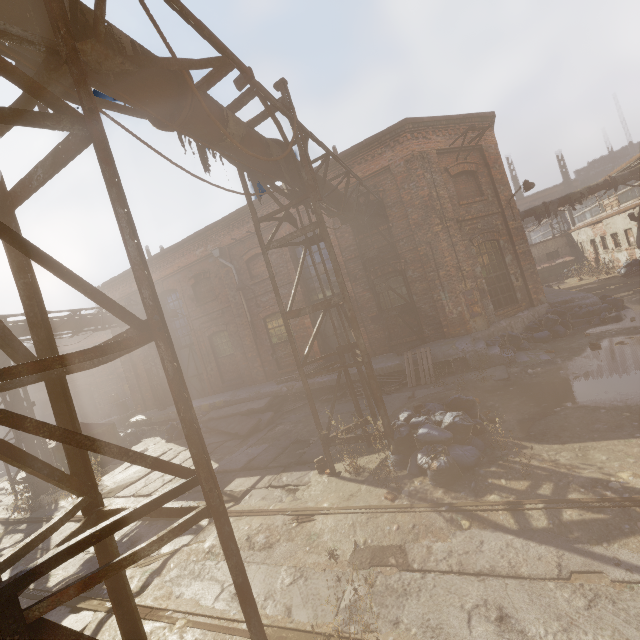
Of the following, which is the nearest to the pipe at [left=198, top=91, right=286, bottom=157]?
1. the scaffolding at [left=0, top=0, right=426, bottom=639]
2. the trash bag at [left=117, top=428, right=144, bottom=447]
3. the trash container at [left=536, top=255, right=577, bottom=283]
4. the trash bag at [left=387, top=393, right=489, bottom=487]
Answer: the scaffolding at [left=0, top=0, right=426, bottom=639]

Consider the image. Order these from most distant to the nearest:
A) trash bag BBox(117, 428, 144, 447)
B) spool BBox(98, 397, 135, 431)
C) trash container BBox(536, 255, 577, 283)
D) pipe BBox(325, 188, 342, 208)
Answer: trash container BBox(536, 255, 577, 283) < spool BBox(98, 397, 135, 431) < trash bag BBox(117, 428, 144, 447) < pipe BBox(325, 188, 342, 208)

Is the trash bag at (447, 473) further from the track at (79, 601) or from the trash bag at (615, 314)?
the trash bag at (615, 314)

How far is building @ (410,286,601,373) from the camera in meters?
9.4

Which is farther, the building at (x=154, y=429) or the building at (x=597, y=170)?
the building at (x=597, y=170)

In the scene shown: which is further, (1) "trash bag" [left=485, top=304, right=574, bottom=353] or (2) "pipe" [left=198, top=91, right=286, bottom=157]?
(1) "trash bag" [left=485, top=304, right=574, bottom=353]

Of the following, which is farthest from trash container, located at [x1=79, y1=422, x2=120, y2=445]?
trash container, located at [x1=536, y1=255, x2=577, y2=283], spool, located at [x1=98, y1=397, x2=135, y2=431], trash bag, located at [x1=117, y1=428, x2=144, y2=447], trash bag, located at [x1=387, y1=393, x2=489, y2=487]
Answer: trash container, located at [x1=536, y1=255, x2=577, y2=283]

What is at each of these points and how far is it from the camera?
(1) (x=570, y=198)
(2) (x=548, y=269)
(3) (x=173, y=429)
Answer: (1) pipe, 18.4 meters
(2) trash container, 28.6 meters
(3) trash bag, 13.4 meters
